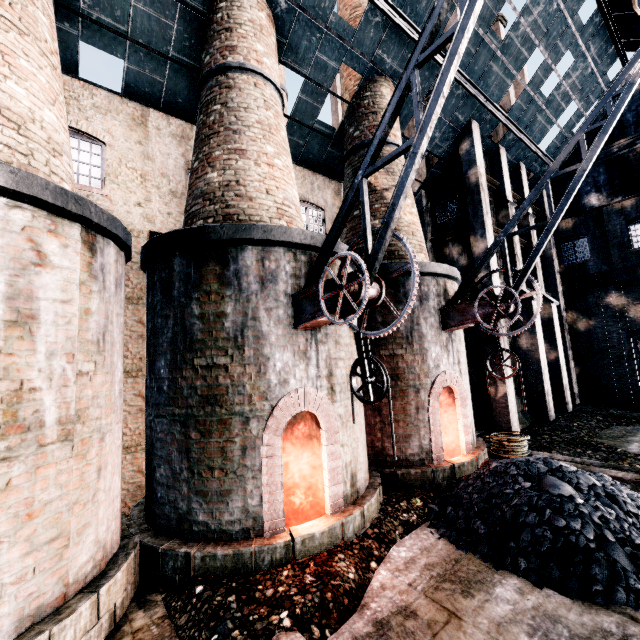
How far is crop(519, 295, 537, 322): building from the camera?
18.0 meters

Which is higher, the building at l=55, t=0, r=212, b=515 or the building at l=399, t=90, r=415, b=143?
the building at l=399, t=90, r=415, b=143

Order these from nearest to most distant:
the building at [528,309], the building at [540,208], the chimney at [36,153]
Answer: the chimney at [36,153], the building at [528,309], the building at [540,208]

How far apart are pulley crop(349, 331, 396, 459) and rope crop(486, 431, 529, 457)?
9.2 meters

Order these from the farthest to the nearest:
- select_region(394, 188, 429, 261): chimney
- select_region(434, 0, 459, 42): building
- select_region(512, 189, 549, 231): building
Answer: select_region(512, 189, 549, 231): building, select_region(434, 0, 459, 42): building, select_region(394, 188, 429, 261): chimney

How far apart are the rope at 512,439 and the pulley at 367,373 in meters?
9.2

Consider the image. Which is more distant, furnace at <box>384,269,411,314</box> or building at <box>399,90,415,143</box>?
building at <box>399,90,415,143</box>

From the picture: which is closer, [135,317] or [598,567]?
[598,567]
